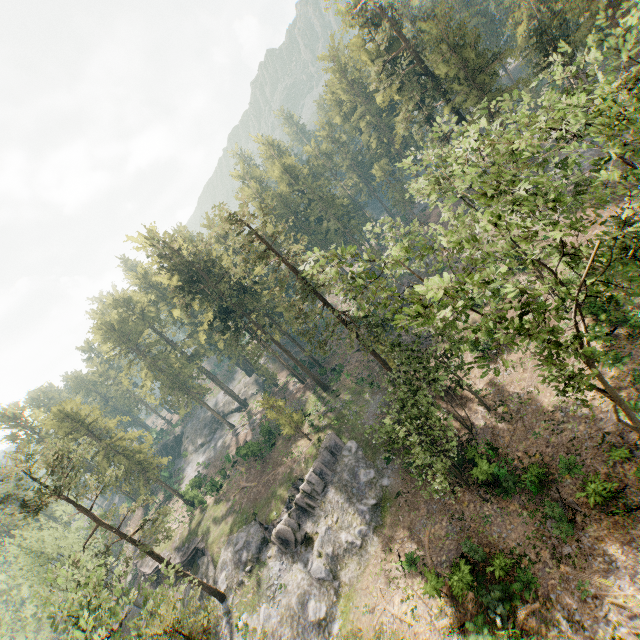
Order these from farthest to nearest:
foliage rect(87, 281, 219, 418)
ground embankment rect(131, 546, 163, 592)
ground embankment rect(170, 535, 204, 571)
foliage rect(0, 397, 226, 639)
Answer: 1. foliage rect(87, 281, 219, 418)
2. ground embankment rect(131, 546, 163, 592)
3. ground embankment rect(170, 535, 204, 571)
4. foliage rect(0, 397, 226, 639)

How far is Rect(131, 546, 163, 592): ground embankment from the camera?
43.9 meters

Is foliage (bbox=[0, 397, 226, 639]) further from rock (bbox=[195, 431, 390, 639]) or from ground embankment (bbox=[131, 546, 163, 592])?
ground embankment (bbox=[131, 546, 163, 592])

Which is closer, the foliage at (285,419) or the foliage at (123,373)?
the foliage at (285,419)

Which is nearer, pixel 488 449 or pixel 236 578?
pixel 488 449

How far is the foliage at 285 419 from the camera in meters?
36.9

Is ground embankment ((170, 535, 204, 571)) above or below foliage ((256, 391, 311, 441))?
below
